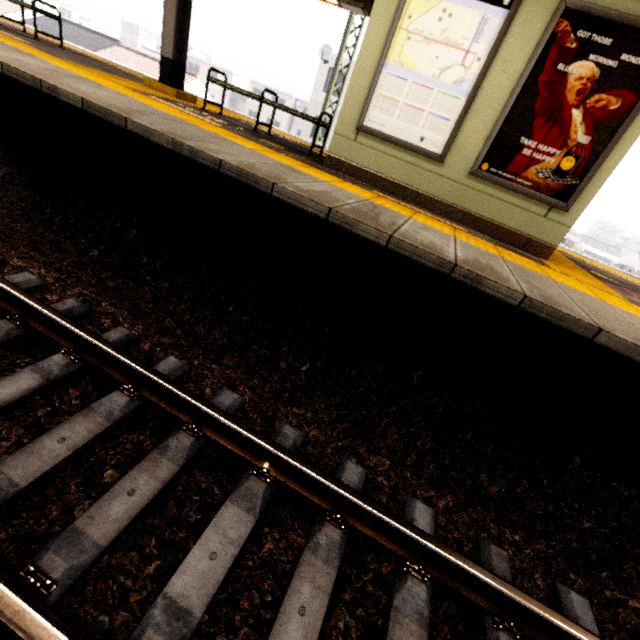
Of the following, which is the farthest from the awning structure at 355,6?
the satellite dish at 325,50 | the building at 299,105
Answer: the building at 299,105

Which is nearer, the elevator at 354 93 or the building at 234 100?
the elevator at 354 93

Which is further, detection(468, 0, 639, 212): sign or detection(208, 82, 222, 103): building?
detection(208, 82, 222, 103): building

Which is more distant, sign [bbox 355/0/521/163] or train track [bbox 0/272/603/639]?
sign [bbox 355/0/521/163]

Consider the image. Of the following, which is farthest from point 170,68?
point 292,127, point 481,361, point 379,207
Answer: point 292,127

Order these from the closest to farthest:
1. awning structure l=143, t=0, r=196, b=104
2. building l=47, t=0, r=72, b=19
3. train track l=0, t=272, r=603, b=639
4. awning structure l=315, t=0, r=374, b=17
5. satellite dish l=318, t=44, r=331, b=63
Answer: train track l=0, t=272, r=603, b=639, awning structure l=143, t=0, r=196, b=104, awning structure l=315, t=0, r=374, b=17, satellite dish l=318, t=44, r=331, b=63, building l=47, t=0, r=72, b=19

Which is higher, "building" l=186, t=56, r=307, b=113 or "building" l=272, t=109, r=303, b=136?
"building" l=186, t=56, r=307, b=113

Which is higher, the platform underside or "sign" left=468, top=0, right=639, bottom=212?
"sign" left=468, top=0, right=639, bottom=212
